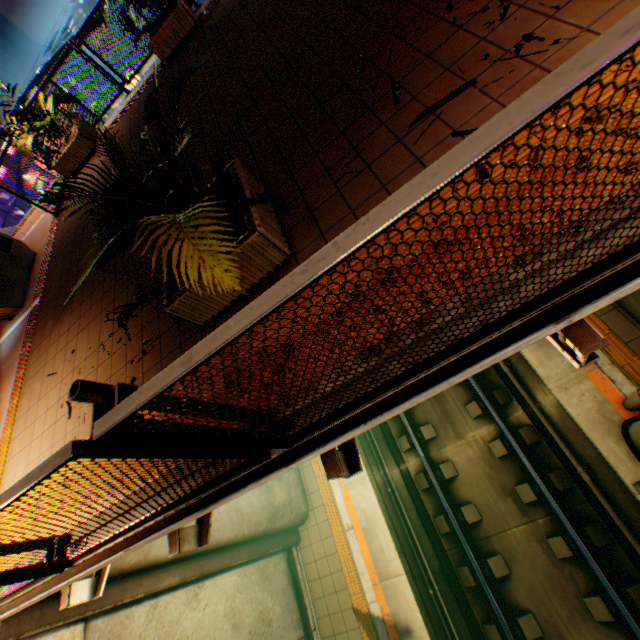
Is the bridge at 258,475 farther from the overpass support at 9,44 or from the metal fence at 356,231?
the overpass support at 9,44

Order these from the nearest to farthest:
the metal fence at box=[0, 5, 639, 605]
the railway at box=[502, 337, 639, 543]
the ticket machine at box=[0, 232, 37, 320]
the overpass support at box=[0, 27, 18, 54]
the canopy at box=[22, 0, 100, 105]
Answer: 1. the metal fence at box=[0, 5, 639, 605]
2. the railway at box=[502, 337, 639, 543]
3. the ticket machine at box=[0, 232, 37, 320]
4. the canopy at box=[22, 0, 100, 105]
5. the overpass support at box=[0, 27, 18, 54]

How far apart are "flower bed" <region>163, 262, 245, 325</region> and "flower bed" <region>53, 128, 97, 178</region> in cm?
645

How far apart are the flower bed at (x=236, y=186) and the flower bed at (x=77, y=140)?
6.45m

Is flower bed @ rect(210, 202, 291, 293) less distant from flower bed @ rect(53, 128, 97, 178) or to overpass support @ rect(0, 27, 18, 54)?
flower bed @ rect(53, 128, 97, 178)

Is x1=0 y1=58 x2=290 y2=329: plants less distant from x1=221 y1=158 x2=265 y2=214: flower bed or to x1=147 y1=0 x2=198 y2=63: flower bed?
x1=221 y1=158 x2=265 y2=214: flower bed

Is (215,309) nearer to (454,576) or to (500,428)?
(500,428)
